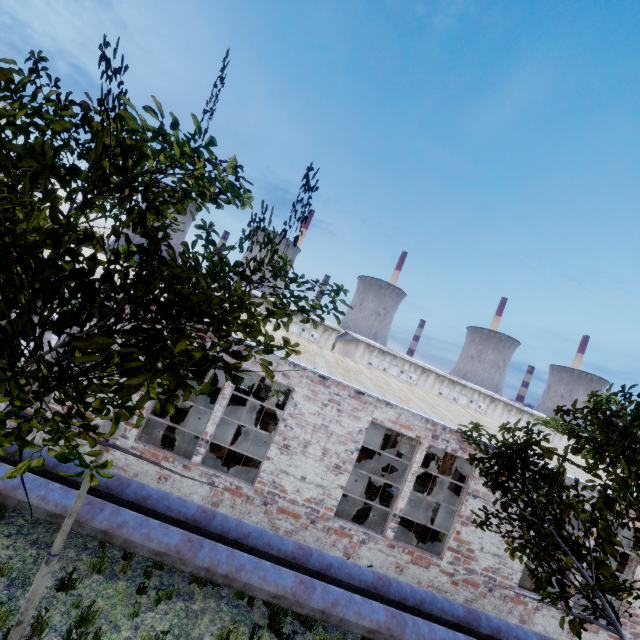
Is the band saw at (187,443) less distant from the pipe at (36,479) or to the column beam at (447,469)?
the pipe at (36,479)

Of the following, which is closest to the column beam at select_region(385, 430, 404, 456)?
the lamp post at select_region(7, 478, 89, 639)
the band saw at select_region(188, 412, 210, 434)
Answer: the band saw at select_region(188, 412, 210, 434)

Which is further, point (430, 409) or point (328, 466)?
point (430, 409)

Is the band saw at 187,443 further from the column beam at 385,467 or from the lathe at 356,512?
the column beam at 385,467

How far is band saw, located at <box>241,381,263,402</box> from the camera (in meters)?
19.84

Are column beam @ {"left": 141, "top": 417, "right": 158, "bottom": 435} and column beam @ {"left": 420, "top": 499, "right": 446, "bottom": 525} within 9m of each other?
no

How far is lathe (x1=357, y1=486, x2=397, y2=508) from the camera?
11.2 meters

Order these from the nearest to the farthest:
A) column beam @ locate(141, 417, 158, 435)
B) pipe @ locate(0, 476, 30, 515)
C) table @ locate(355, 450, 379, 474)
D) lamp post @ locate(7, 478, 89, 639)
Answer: lamp post @ locate(7, 478, 89, 639), pipe @ locate(0, 476, 30, 515), column beam @ locate(141, 417, 158, 435), table @ locate(355, 450, 379, 474)
